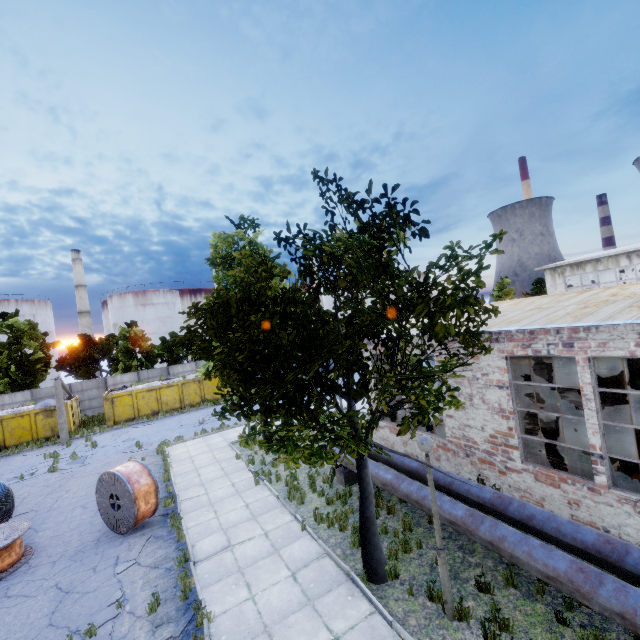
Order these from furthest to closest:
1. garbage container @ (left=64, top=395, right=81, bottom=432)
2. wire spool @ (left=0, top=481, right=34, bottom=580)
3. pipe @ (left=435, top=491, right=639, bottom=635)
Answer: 1. garbage container @ (left=64, top=395, right=81, bottom=432)
2. wire spool @ (left=0, top=481, right=34, bottom=580)
3. pipe @ (left=435, top=491, right=639, bottom=635)

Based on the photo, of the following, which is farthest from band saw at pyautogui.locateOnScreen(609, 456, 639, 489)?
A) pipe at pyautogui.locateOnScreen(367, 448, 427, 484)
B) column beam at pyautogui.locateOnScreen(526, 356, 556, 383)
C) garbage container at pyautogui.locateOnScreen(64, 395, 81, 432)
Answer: garbage container at pyautogui.locateOnScreen(64, 395, 81, 432)

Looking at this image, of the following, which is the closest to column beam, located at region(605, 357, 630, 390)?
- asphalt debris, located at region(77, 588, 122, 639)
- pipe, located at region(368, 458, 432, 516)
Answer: pipe, located at region(368, 458, 432, 516)

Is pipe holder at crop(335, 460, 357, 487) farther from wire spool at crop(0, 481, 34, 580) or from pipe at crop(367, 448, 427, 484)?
wire spool at crop(0, 481, 34, 580)

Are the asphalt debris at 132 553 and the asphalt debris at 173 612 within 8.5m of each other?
yes

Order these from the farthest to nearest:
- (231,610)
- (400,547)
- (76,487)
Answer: (76,487) < (400,547) < (231,610)

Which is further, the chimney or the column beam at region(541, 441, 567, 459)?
the chimney

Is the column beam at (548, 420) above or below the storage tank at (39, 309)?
below
